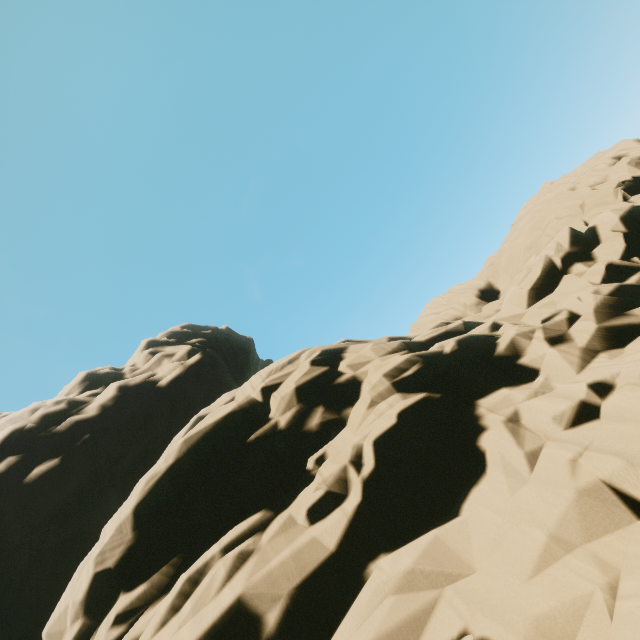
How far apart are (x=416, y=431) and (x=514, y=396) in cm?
328
